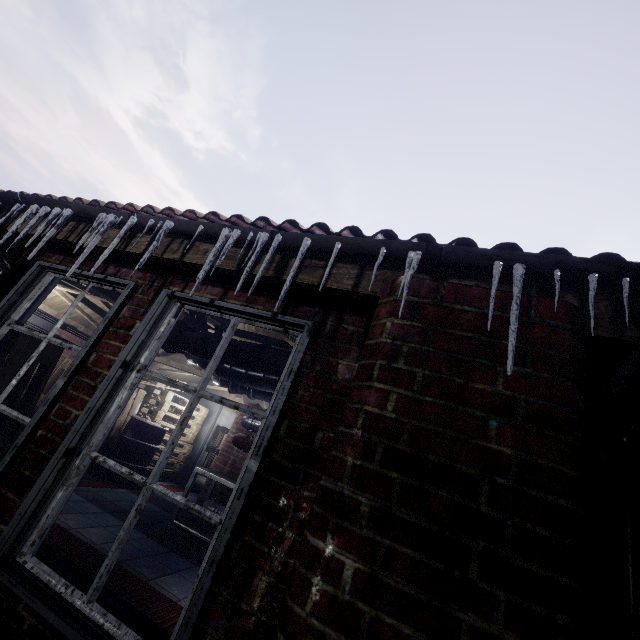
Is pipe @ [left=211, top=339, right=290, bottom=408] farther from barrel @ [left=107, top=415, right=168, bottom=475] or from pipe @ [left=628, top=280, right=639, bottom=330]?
barrel @ [left=107, top=415, right=168, bottom=475]

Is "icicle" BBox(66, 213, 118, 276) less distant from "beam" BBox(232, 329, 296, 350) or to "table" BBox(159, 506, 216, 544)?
"beam" BBox(232, 329, 296, 350)

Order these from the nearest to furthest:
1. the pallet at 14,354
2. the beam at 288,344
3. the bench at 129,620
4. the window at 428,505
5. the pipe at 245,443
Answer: the window at 428,505 → the bench at 129,620 → the pallet at 14,354 → the beam at 288,344 → the pipe at 245,443

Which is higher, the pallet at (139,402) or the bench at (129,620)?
the pallet at (139,402)

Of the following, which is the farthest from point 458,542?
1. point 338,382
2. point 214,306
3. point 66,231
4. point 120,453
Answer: point 120,453

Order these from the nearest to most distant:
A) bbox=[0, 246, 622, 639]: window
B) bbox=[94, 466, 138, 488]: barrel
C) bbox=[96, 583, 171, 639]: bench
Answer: bbox=[0, 246, 622, 639]: window, bbox=[96, 583, 171, 639]: bench, bbox=[94, 466, 138, 488]: barrel

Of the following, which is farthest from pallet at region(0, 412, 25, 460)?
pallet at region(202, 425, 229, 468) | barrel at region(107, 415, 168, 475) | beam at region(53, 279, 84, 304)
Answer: pallet at region(202, 425, 229, 468)

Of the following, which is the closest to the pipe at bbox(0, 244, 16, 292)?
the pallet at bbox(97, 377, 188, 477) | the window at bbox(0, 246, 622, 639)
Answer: the window at bbox(0, 246, 622, 639)
